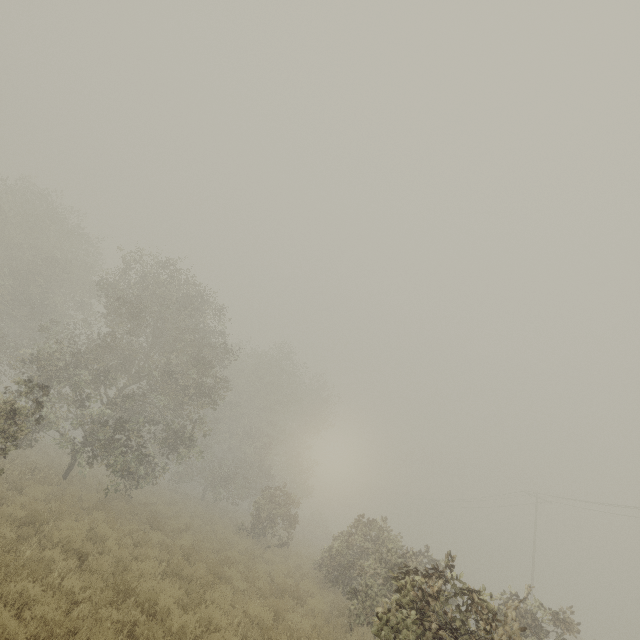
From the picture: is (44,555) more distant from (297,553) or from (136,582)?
(297,553)
